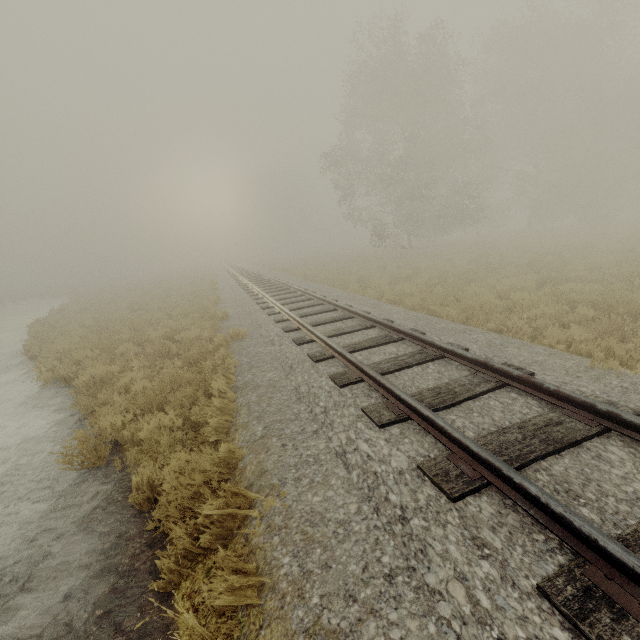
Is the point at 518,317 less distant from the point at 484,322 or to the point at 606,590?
the point at 484,322
